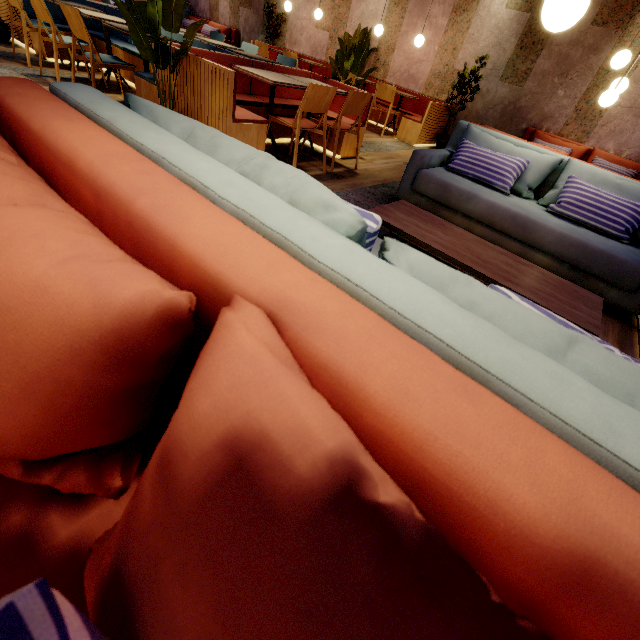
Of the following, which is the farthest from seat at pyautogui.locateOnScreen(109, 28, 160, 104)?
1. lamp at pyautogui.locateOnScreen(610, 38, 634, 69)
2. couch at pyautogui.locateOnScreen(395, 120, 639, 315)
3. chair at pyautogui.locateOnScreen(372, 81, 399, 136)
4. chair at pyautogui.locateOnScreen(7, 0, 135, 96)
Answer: lamp at pyautogui.locateOnScreen(610, 38, 634, 69)

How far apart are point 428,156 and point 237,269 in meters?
3.3 m

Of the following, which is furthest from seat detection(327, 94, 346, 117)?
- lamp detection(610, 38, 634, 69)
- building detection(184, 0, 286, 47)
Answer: lamp detection(610, 38, 634, 69)

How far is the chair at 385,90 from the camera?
6.22m

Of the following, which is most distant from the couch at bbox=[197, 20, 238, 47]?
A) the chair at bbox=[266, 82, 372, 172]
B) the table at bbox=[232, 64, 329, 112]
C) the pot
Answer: the chair at bbox=[266, 82, 372, 172]

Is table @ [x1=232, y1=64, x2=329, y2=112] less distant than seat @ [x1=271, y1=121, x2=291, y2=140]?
Yes

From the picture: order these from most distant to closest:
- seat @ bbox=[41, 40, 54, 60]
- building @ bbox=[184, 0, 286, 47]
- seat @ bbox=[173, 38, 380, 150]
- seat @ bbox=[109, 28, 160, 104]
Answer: building @ bbox=[184, 0, 286, 47] < seat @ bbox=[41, 40, 54, 60] < seat @ bbox=[109, 28, 160, 104] < seat @ bbox=[173, 38, 380, 150]

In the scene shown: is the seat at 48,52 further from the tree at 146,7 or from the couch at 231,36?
the couch at 231,36
